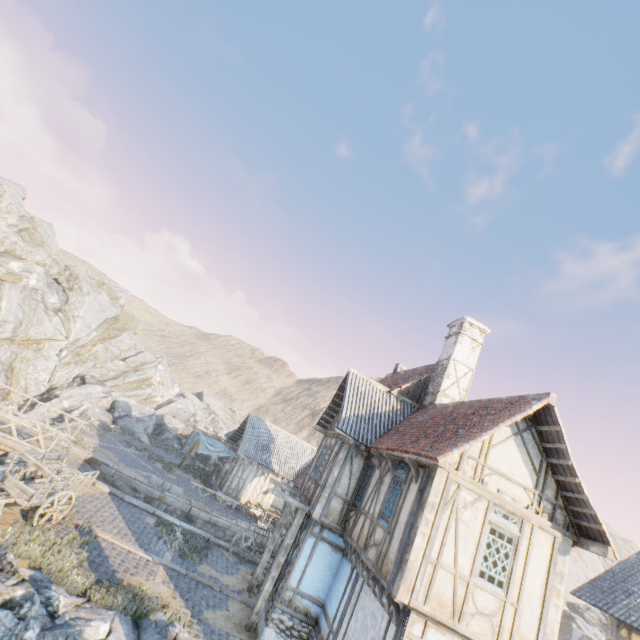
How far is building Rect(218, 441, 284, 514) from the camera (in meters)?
24.45

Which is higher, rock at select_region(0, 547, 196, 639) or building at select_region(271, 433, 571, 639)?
building at select_region(271, 433, 571, 639)

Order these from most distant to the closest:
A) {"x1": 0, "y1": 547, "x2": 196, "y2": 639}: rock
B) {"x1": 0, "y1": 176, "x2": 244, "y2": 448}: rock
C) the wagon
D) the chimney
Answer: {"x1": 0, "y1": 176, "x2": 244, "y2": 448}: rock < the chimney < the wagon < {"x1": 0, "y1": 547, "x2": 196, "y2": 639}: rock

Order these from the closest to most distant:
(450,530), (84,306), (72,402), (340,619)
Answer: (450,530)
(340,619)
(72,402)
(84,306)

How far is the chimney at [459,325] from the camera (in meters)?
14.52

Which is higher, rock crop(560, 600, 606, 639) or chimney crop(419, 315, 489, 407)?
chimney crop(419, 315, 489, 407)

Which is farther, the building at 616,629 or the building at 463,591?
the building at 616,629

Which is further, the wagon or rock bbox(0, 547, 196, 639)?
the wagon
